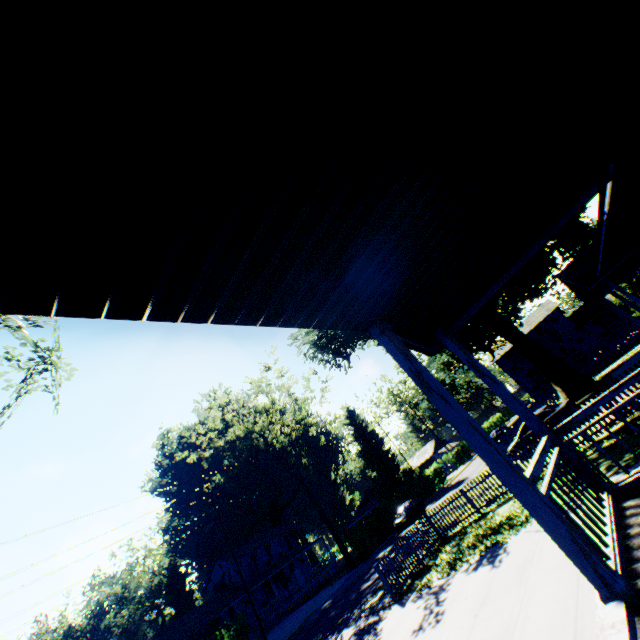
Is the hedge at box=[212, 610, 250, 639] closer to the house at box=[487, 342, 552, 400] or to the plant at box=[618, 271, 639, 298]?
the plant at box=[618, 271, 639, 298]

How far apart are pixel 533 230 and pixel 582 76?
2.6 meters

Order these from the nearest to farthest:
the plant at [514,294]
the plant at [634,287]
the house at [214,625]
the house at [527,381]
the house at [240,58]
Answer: the house at [240,58]
the plant at [514,294]
the plant at [634,287]
the house at [214,625]
the house at [527,381]

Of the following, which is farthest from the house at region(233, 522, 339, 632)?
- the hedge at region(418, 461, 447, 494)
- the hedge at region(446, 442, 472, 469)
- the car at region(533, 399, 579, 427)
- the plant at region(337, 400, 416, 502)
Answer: the car at region(533, 399, 579, 427)

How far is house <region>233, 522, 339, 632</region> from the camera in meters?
38.0

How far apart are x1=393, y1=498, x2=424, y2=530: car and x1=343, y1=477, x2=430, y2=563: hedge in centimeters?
274cm

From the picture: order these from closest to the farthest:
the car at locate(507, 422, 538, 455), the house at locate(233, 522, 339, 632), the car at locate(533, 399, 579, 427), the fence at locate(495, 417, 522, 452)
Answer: the car at locate(533, 399, 579, 427)
the car at locate(507, 422, 538, 455)
the fence at locate(495, 417, 522, 452)
the house at locate(233, 522, 339, 632)

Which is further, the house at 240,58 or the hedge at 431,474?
the hedge at 431,474
